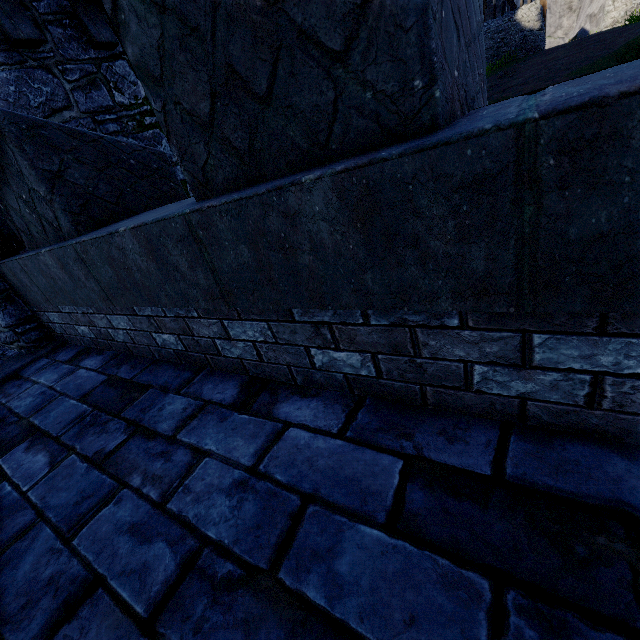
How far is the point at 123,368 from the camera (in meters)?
2.75

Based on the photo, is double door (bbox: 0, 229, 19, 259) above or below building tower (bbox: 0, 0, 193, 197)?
below

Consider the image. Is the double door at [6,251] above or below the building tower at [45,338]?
above

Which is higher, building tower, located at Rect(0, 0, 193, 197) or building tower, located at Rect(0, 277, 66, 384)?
building tower, located at Rect(0, 0, 193, 197)
